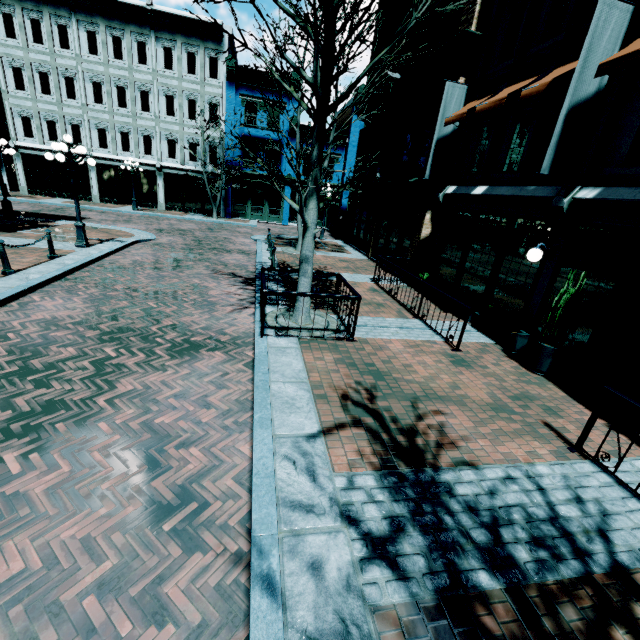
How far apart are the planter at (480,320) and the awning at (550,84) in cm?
467

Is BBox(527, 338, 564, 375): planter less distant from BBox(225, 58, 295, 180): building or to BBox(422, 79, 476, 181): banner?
BBox(422, 79, 476, 181): banner

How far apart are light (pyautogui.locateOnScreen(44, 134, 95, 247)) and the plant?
14.2m

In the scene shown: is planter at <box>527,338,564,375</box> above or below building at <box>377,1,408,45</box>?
below

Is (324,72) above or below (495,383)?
above

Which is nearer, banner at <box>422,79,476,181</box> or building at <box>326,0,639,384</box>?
building at <box>326,0,639,384</box>

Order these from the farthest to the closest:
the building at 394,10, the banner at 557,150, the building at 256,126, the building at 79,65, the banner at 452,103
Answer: the building at 256,126, the building at 79,65, the building at 394,10, the banner at 452,103, the banner at 557,150

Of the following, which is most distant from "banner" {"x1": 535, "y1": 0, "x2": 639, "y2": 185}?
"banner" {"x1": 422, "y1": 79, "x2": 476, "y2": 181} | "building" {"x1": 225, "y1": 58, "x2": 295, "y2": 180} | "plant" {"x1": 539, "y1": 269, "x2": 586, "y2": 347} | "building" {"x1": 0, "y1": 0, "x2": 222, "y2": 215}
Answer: "building" {"x1": 0, "y1": 0, "x2": 222, "y2": 215}
